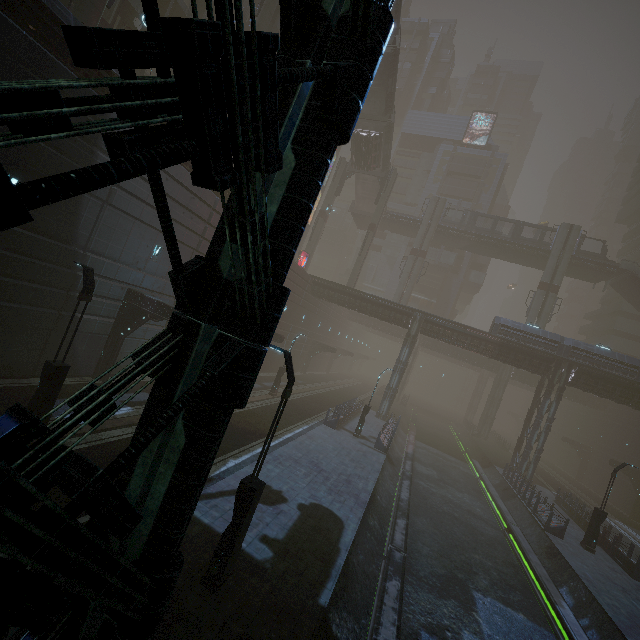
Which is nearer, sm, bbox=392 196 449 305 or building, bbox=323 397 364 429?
building, bbox=323 397 364 429

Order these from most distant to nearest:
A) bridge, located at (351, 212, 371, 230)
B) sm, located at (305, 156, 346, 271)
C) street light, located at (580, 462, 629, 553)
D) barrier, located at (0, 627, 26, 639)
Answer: bridge, located at (351, 212, 371, 230) → sm, located at (305, 156, 346, 271) → street light, located at (580, 462, 629, 553) → barrier, located at (0, 627, 26, 639)

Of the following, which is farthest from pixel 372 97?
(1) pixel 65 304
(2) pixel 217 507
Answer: (2) pixel 217 507

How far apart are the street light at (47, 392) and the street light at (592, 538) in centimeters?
2759cm

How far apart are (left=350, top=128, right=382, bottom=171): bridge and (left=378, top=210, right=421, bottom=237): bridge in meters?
7.8 m

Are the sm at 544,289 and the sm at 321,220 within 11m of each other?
no

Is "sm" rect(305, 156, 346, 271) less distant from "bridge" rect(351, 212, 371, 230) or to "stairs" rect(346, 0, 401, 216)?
"stairs" rect(346, 0, 401, 216)

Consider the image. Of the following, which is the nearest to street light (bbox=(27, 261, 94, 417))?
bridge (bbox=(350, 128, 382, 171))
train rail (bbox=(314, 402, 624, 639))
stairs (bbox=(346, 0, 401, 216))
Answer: train rail (bbox=(314, 402, 624, 639))
